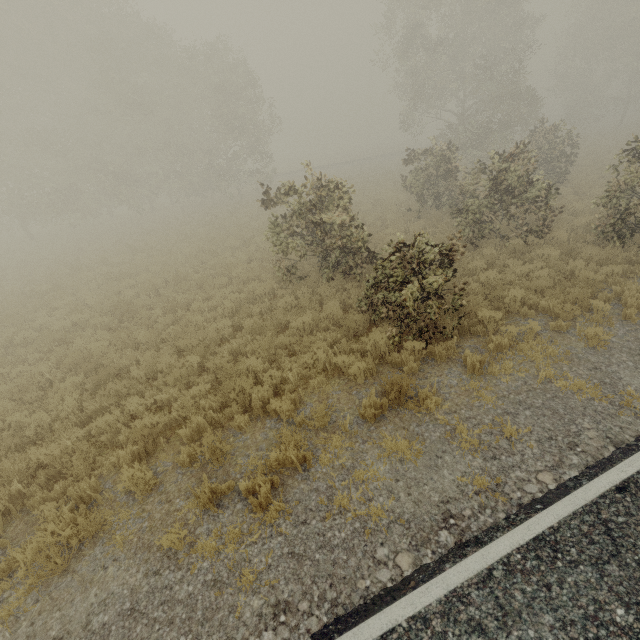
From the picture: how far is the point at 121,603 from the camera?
3.97m
